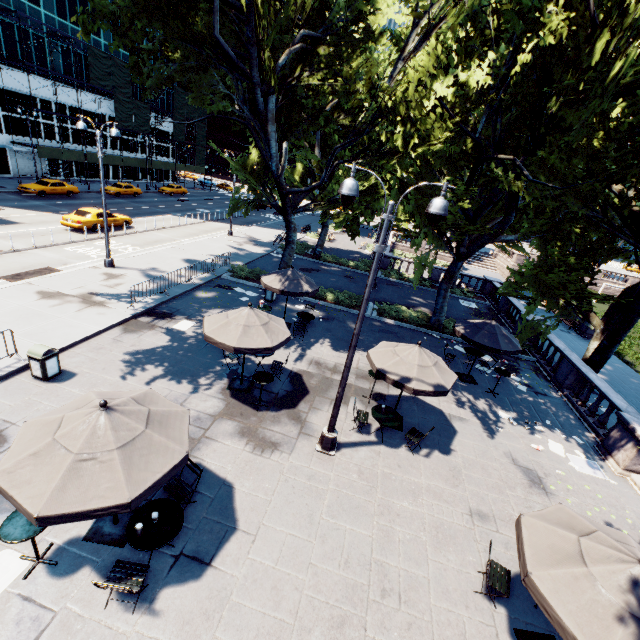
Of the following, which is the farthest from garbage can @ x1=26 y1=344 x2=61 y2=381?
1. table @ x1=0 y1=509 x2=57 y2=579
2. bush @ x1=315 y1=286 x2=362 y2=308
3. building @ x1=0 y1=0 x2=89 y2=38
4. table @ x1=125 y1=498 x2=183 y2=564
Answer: building @ x1=0 y1=0 x2=89 y2=38

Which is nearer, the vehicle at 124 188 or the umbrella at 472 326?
the umbrella at 472 326

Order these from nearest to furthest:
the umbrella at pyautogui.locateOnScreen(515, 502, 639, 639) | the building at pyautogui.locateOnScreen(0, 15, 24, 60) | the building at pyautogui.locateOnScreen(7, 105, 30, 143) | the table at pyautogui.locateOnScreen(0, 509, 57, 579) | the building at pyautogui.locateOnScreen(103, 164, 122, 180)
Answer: the umbrella at pyautogui.locateOnScreen(515, 502, 639, 639)
the table at pyautogui.locateOnScreen(0, 509, 57, 579)
the building at pyautogui.locateOnScreen(0, 15, 24, 60)
the building at pyautogui.locateOnScreen(7, 105, 30, 143)
the building at pyautogui.locateOnScreen(103, 164, 122, 180)

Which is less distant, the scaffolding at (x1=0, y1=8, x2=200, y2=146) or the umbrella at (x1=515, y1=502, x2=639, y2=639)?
the umbrella at (x1=515, y1=502, x2=639, y2=639)

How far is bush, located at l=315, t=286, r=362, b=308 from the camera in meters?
20.1

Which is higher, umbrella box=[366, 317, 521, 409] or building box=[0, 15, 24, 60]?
building box=[0, 15, 24, 60]

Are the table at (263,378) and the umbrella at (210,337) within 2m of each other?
yes

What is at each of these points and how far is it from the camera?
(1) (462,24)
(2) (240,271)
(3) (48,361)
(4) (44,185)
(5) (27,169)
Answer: (1) tree, 12.3 meters
(2) bush, 21.1 meters
(3) garbage can, 9.6 meters
(4) vehicle, 32.1 meters
(5) building, 38.8 meters
